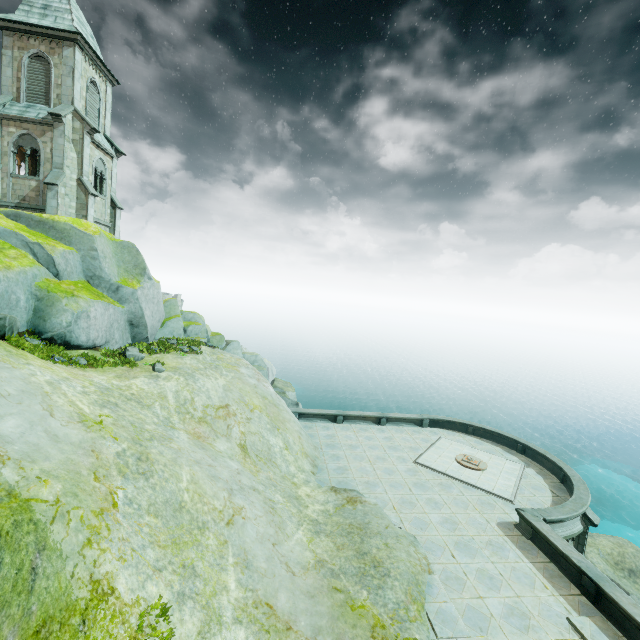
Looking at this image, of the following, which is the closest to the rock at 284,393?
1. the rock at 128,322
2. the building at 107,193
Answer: the rock at 128,322

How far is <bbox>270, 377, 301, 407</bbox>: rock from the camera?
28.3 meters

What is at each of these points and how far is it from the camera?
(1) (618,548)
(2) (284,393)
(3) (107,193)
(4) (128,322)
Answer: (1) rock, 24.5m
(2) rock, 29.0m
(3) building, 27.7m
(4) rock, 20.4m

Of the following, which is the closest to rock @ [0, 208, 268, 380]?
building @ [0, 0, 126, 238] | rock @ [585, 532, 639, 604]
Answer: building @ [0, 0, 126, 238]

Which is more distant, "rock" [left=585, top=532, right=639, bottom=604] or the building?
Result: the building

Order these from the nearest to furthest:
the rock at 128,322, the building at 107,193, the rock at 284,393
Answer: the rock at 128,322, the building at 107,193, the rock at 284,393

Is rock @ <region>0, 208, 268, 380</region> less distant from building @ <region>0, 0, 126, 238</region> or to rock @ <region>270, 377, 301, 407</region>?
building @ <region>0, 0, 126, 238</region>

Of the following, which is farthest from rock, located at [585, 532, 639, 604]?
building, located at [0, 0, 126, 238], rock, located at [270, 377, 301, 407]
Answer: building, located at [0, 0, 126, 238]
